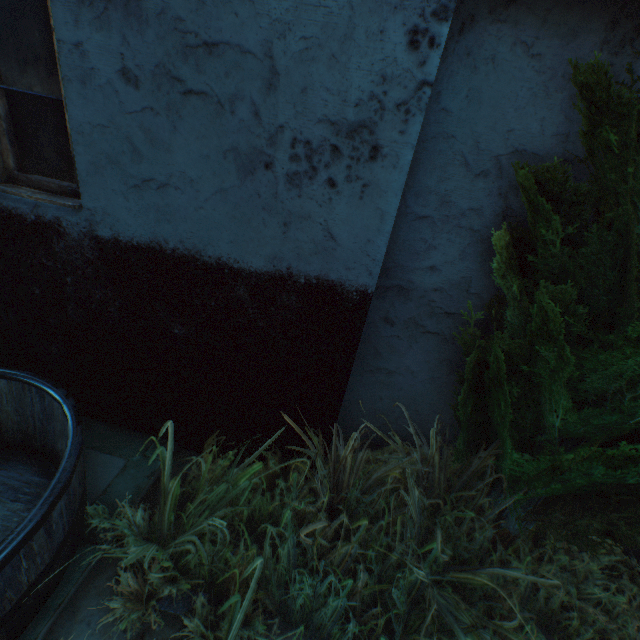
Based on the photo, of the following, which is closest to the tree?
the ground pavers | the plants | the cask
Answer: the plants

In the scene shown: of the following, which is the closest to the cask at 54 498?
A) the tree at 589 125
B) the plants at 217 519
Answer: the plants at 217 519

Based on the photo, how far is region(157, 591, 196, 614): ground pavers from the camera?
1.5m

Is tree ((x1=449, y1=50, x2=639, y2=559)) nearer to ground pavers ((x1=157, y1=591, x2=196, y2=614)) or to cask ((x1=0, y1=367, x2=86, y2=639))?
ground pavers ((x1=157, y1=591, x2=196, y2=614))

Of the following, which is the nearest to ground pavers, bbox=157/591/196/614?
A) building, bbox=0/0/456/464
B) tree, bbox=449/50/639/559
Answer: building, bbox=0/0/456/464

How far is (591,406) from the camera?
1.51m

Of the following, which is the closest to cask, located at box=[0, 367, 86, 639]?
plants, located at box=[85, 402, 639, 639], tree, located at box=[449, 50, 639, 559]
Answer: plants, located at box=[85, 402, 639, 639]

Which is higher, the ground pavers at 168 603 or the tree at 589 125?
the tree at 589 125
